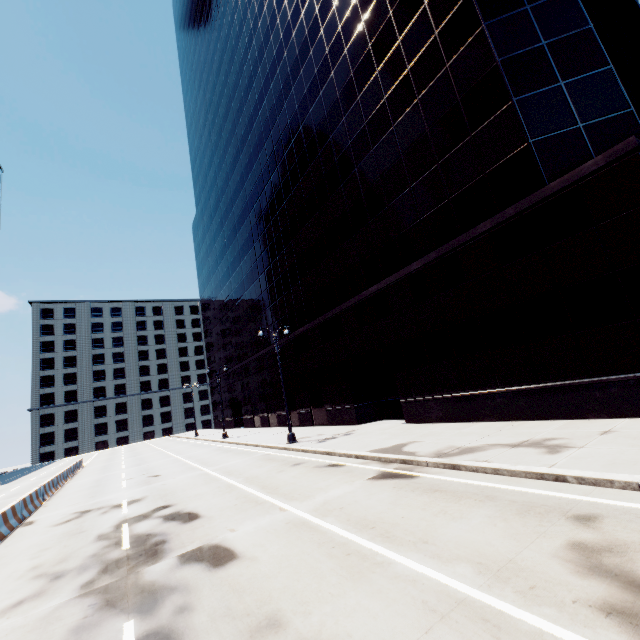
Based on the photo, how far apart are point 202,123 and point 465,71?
53.3m
